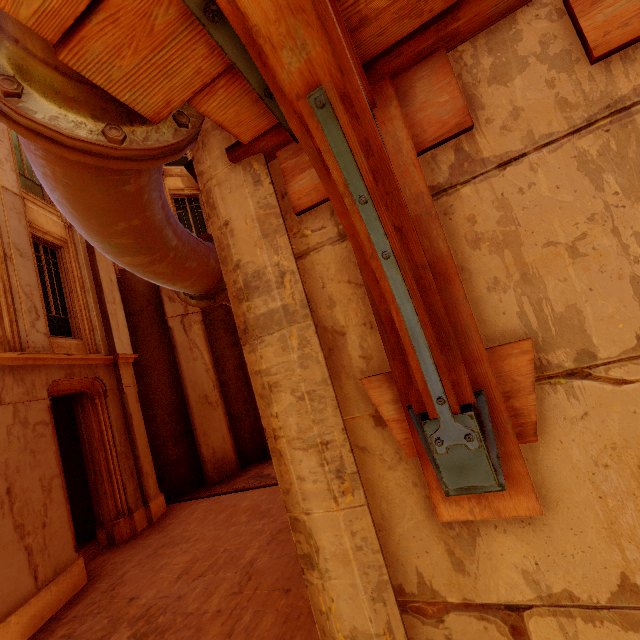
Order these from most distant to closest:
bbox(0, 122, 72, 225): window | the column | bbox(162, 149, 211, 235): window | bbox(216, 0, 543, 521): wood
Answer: bbox(162, 149, 211, 235): window → the column → bbox(0, 122, 72, 225): window → bbox(216, 0, 543, 521): wood

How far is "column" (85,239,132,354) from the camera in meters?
9.1

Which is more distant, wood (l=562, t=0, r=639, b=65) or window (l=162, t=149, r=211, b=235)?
window (l=162, t=149, r=211, b=235)

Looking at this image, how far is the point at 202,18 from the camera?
0.78m

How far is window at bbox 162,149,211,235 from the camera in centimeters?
1262cm

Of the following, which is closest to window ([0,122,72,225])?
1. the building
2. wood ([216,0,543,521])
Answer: the building

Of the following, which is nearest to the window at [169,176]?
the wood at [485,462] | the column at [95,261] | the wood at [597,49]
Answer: the column at [95,261]

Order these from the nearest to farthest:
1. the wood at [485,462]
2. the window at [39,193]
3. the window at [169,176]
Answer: the wood at [485,462] < the window at [39,193] < the window at [169,176]
